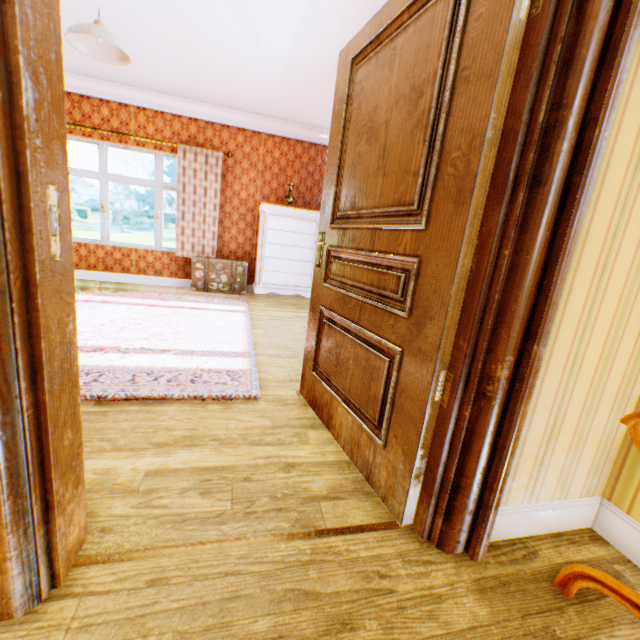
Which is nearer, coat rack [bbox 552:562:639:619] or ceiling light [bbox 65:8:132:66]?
coat rack [bbox 552:562:639:619]

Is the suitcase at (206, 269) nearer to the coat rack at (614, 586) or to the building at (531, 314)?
the building at (531, 314)

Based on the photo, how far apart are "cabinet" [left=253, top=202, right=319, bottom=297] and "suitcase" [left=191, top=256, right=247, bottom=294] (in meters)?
0.21

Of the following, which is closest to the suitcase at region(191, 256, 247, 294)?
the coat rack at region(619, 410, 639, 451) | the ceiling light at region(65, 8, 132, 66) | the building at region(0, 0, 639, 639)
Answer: the building at region(0, 0, 639, 639)

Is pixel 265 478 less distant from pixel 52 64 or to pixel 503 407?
pixel 503 407

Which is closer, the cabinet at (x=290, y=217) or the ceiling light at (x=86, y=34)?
the ceiling light at (x=86, y=34)

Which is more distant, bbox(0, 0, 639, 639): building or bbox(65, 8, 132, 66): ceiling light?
bbox(65, 8, 132, 66): ceiling light

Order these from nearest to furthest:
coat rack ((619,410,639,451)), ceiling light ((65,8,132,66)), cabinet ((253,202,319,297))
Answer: coat rack ((619,410,639,451)) < ceiling light ((65,8,132,66)) < cabinet ((253,202,319,297))
